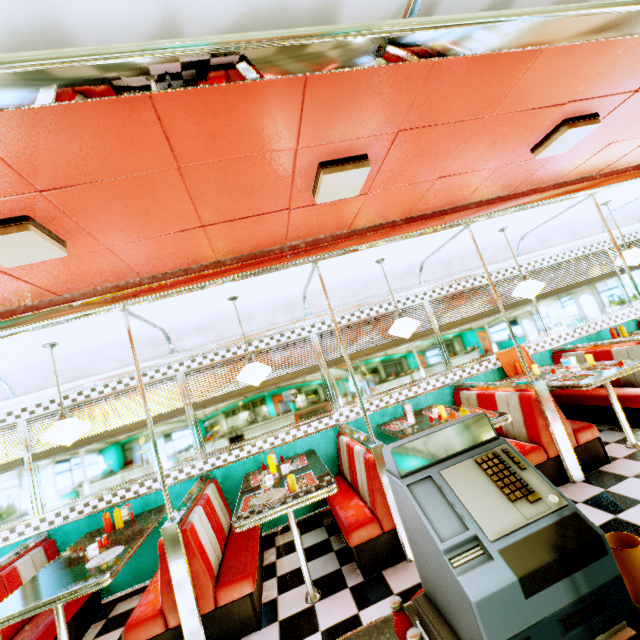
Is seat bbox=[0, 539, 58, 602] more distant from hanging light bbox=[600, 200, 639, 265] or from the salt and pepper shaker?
hanging light bbox=[600, 200, 639, 265]

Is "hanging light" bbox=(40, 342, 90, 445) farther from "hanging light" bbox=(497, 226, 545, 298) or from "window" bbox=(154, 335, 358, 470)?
"hanging light" bbox=(497, 226, 545, 298)

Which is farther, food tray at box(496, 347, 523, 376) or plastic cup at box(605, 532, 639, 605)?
food tray at box(496, 347, 523, 376)

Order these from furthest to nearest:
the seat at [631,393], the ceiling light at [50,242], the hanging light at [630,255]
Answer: the hanging light at [630,255]
the seat at [631,393]
the ceiling light at [50,242]

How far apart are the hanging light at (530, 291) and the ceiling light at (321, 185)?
3.3 meters

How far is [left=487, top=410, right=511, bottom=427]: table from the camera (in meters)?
3.35

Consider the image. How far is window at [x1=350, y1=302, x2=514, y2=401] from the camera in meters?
5.0

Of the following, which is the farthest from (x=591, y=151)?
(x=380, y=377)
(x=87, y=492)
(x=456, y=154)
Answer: (x=87, y=492)
